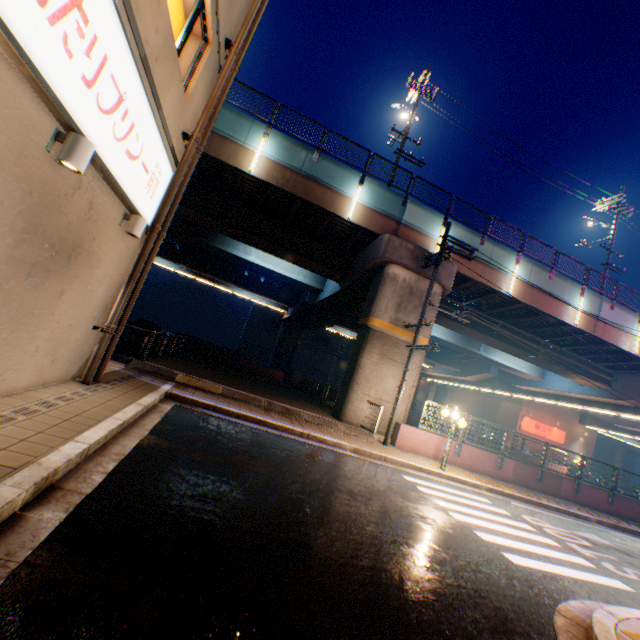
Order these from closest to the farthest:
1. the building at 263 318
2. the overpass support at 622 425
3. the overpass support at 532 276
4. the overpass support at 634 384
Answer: the overpass support at 634 384
the overpass support at 532 276
the overpass support at 622 425
the building at 263 318

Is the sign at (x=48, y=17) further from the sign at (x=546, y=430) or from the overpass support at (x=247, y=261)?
the sign at (x=546, y=430)

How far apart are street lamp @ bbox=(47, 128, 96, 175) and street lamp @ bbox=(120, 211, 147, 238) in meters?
2.4 m

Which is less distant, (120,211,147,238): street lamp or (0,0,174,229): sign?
(0,0,174,229): sign

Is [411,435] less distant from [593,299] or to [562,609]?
[562,609]

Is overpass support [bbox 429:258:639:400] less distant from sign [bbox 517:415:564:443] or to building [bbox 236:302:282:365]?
sign [bbox 517:415:564:443]

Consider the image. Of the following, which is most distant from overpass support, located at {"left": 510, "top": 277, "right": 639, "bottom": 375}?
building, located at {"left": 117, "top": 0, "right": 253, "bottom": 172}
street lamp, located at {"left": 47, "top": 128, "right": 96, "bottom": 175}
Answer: street lamp, located at {"left": 47, "top": 128, "right": 96, "bottom": 175}

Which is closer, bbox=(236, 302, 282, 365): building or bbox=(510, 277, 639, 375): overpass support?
bbox=(510, 277, 639, 375): overpass support
